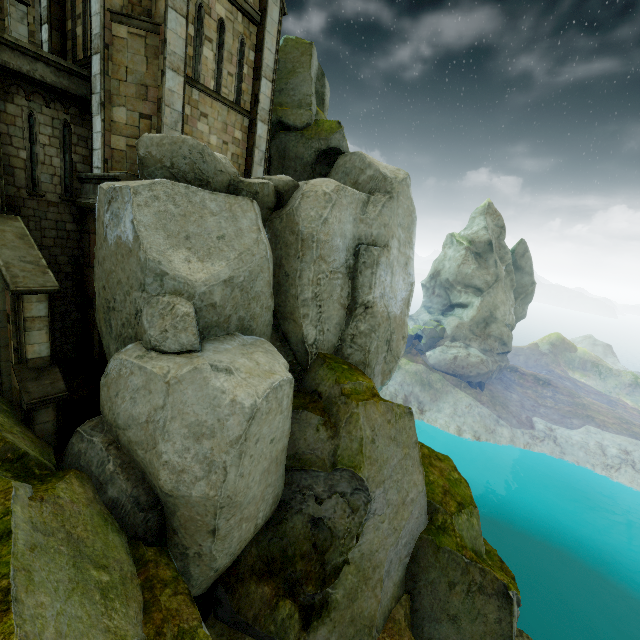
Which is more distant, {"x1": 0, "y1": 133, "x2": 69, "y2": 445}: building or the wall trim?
the wall trim

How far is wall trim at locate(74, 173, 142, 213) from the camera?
9.9 meters

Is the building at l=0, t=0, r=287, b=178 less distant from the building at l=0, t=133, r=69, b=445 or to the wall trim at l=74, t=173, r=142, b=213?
the wall trim at l=74, t=173, r=142, b=213

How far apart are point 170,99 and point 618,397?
78.51m

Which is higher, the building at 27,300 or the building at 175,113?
the building at 175,113

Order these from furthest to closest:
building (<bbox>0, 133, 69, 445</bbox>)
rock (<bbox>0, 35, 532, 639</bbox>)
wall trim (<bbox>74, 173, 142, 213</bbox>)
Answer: wall trim (<bbox>74, 173, 142, 213</bbox>) → building (<bbox>0, 133, 69, 445</bbox>) → rock (<bbox>0, 35, 532, 639</bbox>)

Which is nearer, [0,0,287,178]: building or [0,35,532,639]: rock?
[0,35,532,639]: rock

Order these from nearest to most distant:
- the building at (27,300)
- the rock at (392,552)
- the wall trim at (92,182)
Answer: the rock at (392,552), the building at (27,300), the wall trim at (92,182)
